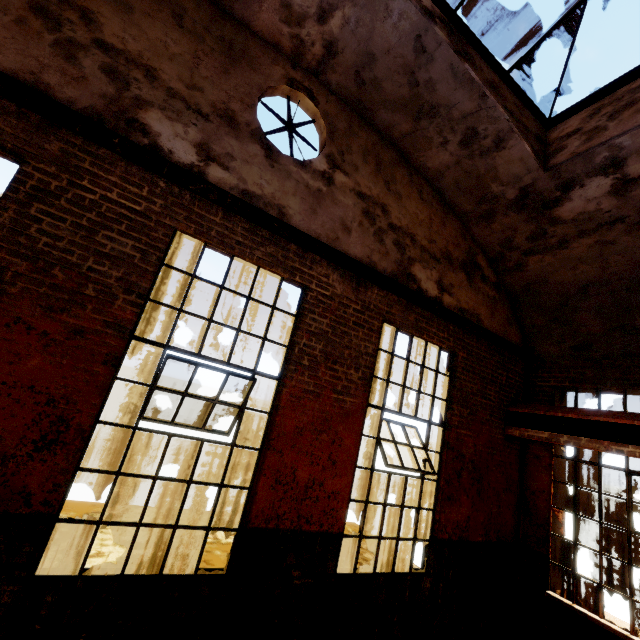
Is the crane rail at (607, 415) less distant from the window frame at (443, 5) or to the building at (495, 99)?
Answer: the building at (495, 99)

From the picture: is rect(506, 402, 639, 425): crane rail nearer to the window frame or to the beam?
the beam

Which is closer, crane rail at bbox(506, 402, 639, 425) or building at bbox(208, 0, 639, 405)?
building at bbox(208, 0, 639, 405)

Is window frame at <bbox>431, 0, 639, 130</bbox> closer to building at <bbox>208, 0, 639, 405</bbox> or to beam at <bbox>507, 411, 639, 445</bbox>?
building at <bbox>208, 0, 639, 405</bbox>

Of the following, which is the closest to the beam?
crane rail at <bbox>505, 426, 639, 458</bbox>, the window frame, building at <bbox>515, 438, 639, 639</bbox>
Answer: crane rail at <bbox>505, 426, 639, 458</bbox>

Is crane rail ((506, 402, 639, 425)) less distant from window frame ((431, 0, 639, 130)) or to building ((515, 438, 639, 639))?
building ((515, 438, 639, 639))

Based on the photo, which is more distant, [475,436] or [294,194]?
[475,436]

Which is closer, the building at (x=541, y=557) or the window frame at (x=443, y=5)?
the window frame at (x=443, y=5)
